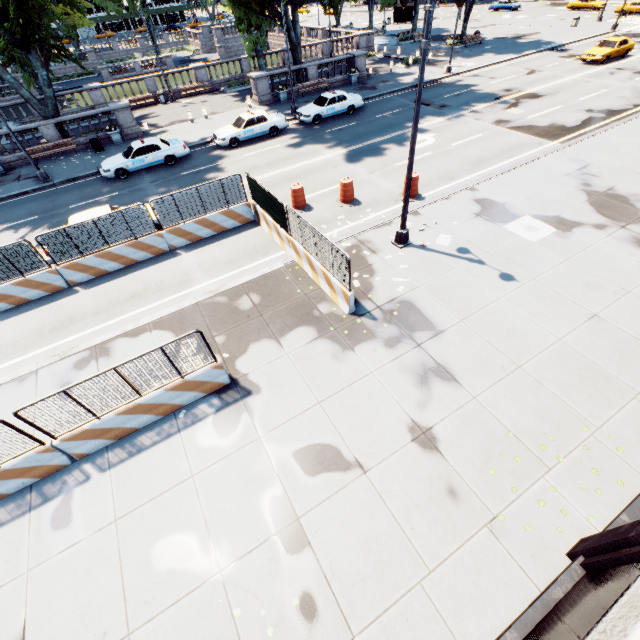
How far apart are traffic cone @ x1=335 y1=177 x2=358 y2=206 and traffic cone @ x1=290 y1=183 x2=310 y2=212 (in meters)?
1.16

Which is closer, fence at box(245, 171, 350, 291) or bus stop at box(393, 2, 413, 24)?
fence at box(245, 171, 350, 291)

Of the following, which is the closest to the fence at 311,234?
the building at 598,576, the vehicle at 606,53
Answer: the building at 598,576

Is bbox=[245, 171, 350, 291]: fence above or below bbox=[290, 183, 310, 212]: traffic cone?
above

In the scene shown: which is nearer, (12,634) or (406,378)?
(12,634)

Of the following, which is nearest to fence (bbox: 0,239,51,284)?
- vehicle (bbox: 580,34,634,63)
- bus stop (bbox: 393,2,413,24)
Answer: vehicle (bbox: 580,34,634,63)

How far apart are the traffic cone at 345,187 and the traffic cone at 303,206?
1.2m

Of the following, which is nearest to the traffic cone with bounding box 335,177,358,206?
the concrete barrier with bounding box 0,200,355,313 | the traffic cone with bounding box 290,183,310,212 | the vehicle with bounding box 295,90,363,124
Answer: the traffic cone with bounding box 290,183,310,212
